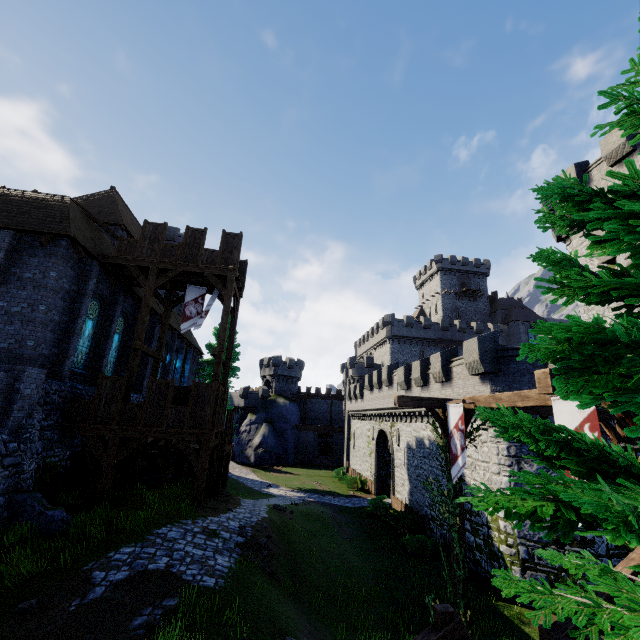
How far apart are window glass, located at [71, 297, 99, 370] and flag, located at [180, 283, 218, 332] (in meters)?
4.08

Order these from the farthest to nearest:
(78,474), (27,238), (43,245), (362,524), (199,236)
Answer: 1. (362,524)
2. (199,236)
3. (78,474)
4. (27,238)
5. (43,245)

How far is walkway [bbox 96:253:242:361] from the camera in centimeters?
1570cm

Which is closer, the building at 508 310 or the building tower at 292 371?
the building at 508 310

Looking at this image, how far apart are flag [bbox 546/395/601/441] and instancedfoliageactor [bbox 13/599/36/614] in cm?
1116

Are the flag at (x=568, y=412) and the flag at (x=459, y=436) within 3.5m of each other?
yes

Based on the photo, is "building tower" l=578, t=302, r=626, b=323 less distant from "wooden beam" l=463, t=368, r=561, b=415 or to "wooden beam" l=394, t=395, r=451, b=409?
"wooden beam" l=394, t=395, r=451, b=409

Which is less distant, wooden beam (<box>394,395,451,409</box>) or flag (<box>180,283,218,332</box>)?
wooden beam (<box>394,395,451,409</box>)
